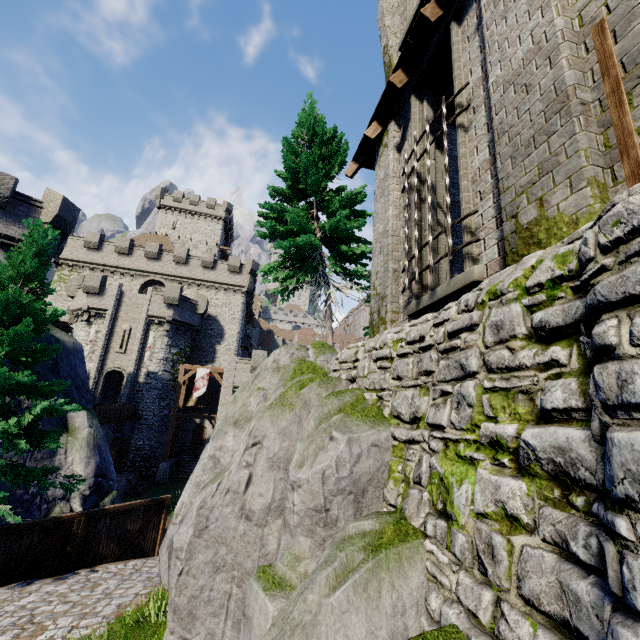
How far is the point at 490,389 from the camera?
2.9 meters

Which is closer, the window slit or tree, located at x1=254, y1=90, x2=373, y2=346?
tree, located at x1=254, y1=90, x2=373, y2=346

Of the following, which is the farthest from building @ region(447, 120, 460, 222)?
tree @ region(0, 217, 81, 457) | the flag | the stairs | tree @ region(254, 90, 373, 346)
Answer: the stairs

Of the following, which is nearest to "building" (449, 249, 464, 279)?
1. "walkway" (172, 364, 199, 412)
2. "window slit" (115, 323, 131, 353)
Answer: "walkway" (172, 364, 199, 412)

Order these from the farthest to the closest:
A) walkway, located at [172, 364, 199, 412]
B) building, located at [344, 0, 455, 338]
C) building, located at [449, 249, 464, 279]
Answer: walkway, located at [172, 364, 199, 412] → building, located at [449, 249, 464, 279] → building, located at [344, 0, 455, 338]

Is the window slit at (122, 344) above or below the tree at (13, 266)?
above

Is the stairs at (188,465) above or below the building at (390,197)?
below

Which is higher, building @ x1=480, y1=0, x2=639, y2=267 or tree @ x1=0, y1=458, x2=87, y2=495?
building @ x1=480, y1=0, x2=639, y2=267
